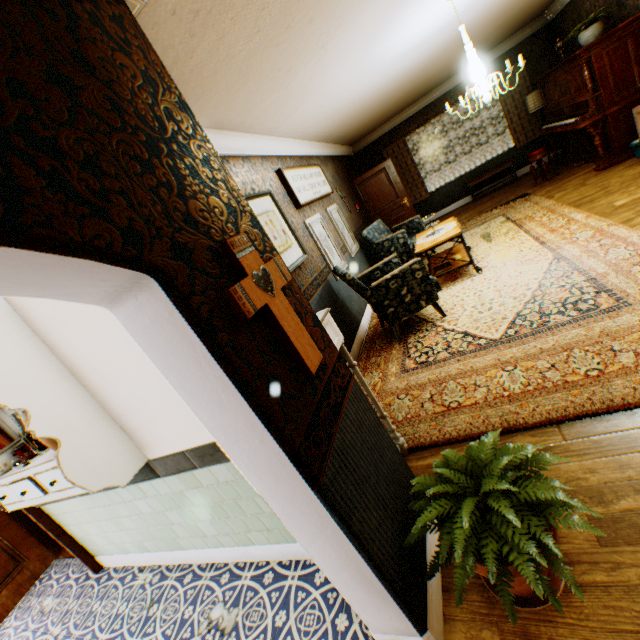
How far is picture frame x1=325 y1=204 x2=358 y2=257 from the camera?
5.9 meters

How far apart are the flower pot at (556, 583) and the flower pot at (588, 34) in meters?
7.7

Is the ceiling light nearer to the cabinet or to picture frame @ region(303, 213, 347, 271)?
picture frame @ region(303, 213, 347, 271)

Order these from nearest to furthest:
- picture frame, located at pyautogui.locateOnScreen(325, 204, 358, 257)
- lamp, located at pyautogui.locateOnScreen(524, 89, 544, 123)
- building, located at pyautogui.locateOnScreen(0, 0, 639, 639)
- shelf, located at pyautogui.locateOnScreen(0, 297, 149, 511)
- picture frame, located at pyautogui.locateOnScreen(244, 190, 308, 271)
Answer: building, located at pyautogui.locateOnScreen(0, 0, 639, 639)
shelf, located at pyautogui.locateOnScreen(0, 297, 149, 511)
picture frame, located at pyautogui.locateOnScreen(244, 190, 308, 271)
picture frame, located at pyautogui.locateOnScreen(325, 204, 358, 257)
lamp, located at pyautogui.locateOnScreen(524, 89, 544, 123)

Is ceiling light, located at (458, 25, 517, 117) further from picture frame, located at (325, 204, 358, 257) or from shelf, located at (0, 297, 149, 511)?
shelf, located at (0, 297, 149, 511)

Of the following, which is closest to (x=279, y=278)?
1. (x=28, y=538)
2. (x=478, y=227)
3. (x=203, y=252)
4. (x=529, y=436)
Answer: (x=203, y=252)

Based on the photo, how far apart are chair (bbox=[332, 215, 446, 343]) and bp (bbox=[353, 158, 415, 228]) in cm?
438

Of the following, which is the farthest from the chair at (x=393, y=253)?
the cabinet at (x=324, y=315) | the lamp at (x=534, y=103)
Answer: the lamp at (x=534, y=103)
